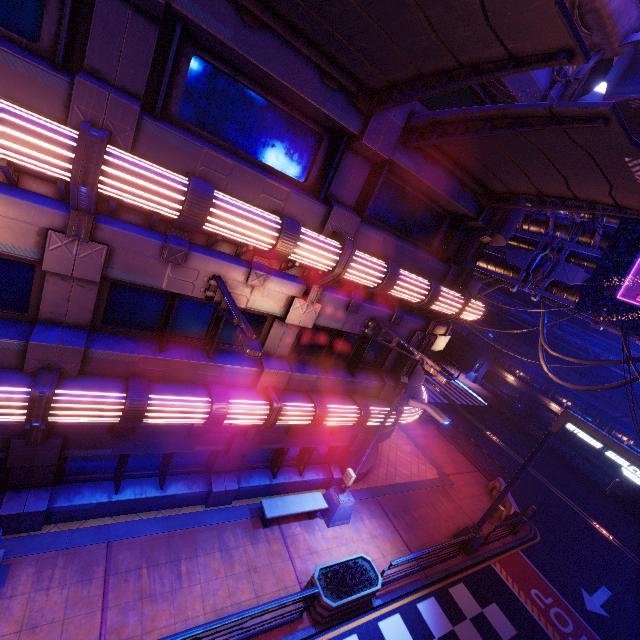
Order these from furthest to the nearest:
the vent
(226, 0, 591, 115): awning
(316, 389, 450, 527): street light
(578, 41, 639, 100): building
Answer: the vent → (578, 41, 639, 100): building → (316, 389, 450, 527): street light → (226, 0, 591, 115): awning

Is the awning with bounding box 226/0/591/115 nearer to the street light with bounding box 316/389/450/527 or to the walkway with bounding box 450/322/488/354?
the street light with bounding box 316/389/450/527

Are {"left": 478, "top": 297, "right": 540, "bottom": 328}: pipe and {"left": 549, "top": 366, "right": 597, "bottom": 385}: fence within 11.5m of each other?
yes

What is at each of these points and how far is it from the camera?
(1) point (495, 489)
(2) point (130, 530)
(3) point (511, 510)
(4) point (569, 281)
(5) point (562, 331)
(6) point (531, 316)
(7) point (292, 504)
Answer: (1) fence, 18.1m
(2) beam, 8.9m
(3) fence, 16.3m
(4) pipe, 13.4m
(5) pipe, 32.0m
(6) pipe, 34.5m
(7) bench, 11.1m

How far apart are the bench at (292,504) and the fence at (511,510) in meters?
10.8

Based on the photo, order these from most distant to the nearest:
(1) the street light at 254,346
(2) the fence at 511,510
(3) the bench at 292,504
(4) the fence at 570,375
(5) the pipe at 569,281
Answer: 1. (4) the fence at 570,375
2. (2) the fence at 511,510
3. (5) the pipe at 569,281
4. (3) the bench at 292,504
5. (1) the street light at 254,346

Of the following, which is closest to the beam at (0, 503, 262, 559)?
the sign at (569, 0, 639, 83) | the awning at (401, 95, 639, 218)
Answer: the awning at (401, 95, 639, 218)

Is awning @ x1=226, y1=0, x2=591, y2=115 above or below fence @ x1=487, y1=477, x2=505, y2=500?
above
